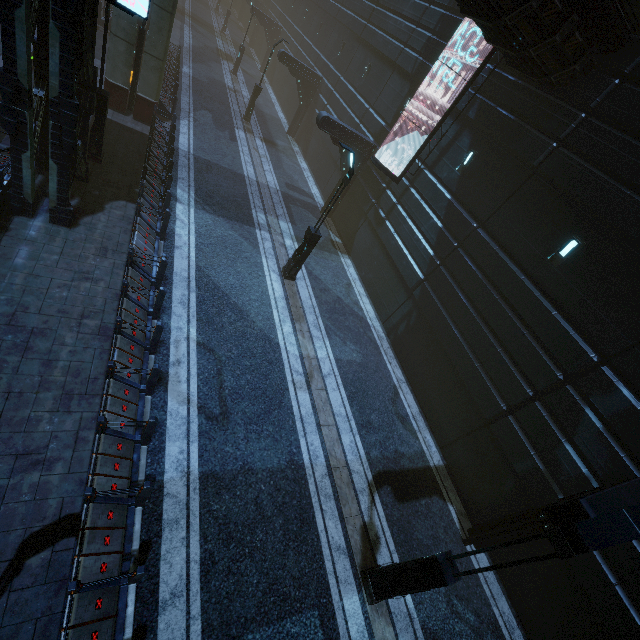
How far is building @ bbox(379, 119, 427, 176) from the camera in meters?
15.5

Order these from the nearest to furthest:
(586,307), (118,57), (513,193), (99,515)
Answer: (99,515) < (586,307) < (513,193) < (118,57)

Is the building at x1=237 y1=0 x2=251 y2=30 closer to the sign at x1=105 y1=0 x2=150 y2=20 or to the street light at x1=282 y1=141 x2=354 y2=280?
the sign at x1=105 y1=0 x2=150 y2=20

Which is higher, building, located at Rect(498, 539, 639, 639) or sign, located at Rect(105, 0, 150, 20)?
sign, located at Rect(105, 0, 150, 20)

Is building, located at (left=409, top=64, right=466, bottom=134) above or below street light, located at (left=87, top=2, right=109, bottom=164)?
above

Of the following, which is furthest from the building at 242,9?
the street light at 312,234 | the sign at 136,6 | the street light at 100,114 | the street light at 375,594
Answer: the street light at 312,234

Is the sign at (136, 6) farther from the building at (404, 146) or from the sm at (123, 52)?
the sm at (123, 52)

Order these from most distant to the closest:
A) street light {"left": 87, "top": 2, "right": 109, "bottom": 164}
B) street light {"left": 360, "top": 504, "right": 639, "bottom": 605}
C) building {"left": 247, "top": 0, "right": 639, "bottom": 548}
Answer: street light {"left": 87, "top": 2, "right": 109, "bottom": 164} → building {"left": 247, "top": 0, "right": 639, "bottom": 548} → street light {"left": 360, "top": 504, "right": 639, "bottom": 605}
